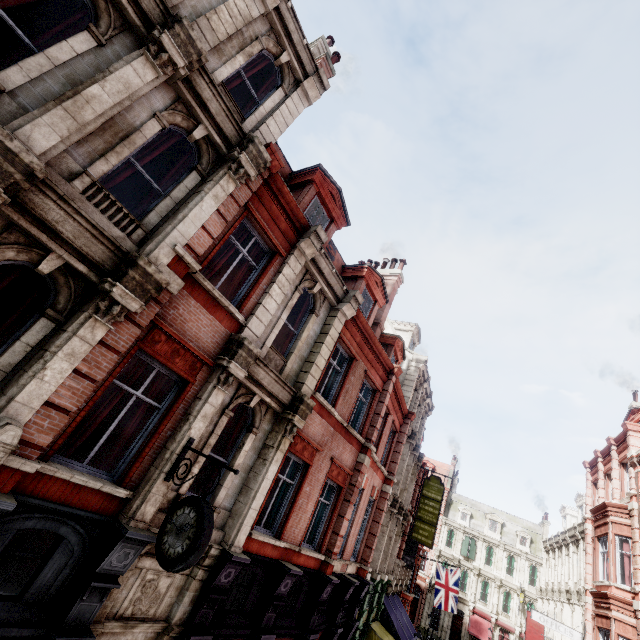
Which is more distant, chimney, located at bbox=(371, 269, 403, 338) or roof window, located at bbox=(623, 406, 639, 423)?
roof window, located at bbox=(623, 406, 639, 423)

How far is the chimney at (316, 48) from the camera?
13.04m

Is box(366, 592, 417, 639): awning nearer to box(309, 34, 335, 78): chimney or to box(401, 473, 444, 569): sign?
box(401, 473, 444, 569): sign

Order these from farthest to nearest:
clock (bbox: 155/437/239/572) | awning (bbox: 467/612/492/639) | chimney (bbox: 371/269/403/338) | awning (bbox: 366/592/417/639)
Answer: awning (bbox: 467/612/492/639), awning (bbox: 366/592/417/639), chimney (bbox: 371/269/403/338), clock (bbox: 155/437/239/572)

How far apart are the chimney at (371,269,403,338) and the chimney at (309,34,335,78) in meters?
9.0 m

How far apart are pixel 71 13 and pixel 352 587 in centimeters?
1769cm

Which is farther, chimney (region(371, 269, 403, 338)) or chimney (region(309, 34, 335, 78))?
chimney (region(371, 269, 403, 338))

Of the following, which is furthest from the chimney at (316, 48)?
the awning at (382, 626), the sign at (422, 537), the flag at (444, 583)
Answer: the flag at (444, 583)
